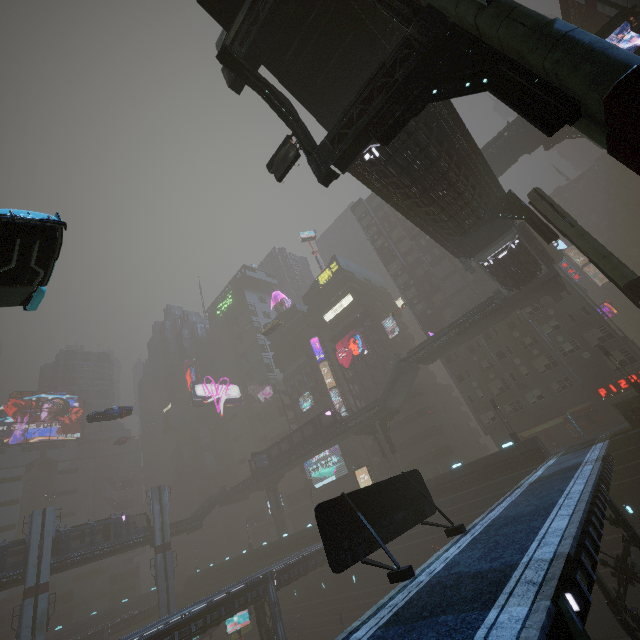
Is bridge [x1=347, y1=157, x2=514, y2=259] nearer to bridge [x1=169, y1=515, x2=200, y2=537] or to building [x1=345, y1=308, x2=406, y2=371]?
building [x1=345, y1=308, x2=406, y2=371]

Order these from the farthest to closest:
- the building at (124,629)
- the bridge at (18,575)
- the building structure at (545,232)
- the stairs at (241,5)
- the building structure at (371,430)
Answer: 1. the building at (124,629)
2. the building structure at (371,430)
3. the bridge at (18,575)
4. the building structure at (545,232)
5. the stairs at (241,5)

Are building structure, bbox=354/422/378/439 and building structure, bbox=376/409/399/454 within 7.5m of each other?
yes

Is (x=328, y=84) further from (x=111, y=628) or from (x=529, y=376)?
(x=111, y=628)

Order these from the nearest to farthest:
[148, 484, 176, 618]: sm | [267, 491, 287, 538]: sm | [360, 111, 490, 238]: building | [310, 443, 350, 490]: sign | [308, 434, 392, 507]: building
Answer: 1. [360, 111, 490, 238]: building
2. [148, 484, 176, 618]: sm
3. [308, 434, 392, 507]: building
4. [267, 491, 287, 538]: sm
5. [310, 443, 350, 490]: sign

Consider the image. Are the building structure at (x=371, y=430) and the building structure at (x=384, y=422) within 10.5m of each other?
yes

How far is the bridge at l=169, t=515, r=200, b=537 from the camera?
49.9 meters

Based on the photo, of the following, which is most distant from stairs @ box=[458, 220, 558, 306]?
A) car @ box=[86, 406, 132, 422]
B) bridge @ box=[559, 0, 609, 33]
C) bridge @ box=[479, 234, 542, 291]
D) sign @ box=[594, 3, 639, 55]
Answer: car @ box=[86, 406, 132, 422]
